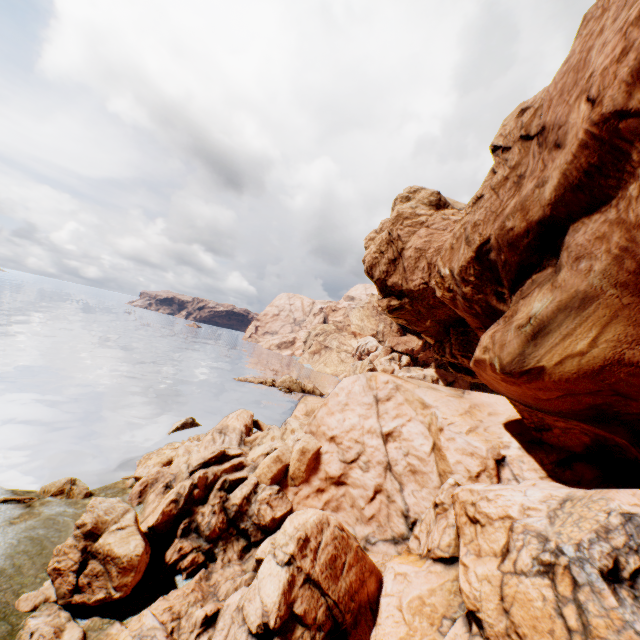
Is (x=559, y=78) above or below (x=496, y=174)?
above

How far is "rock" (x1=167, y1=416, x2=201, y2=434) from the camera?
30.5 meters

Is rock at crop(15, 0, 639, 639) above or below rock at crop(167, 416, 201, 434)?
above

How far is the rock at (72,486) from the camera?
17.88m

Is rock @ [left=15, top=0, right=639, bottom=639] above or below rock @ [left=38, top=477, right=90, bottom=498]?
above

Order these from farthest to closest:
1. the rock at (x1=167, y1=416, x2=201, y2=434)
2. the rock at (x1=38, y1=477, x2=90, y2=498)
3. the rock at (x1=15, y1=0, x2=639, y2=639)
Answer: the rock at (x1=167, y1=416, x2=201, y2=434) < the rock at (x1=38, y1=477, x2=90, y2=498) < the rock at (x1=15, y1=0, x2=639, y2=639)

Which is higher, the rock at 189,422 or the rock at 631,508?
the rock at 631,508

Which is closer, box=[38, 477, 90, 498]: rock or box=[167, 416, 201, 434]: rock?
box=[38, 477, 90, 498]: rock
